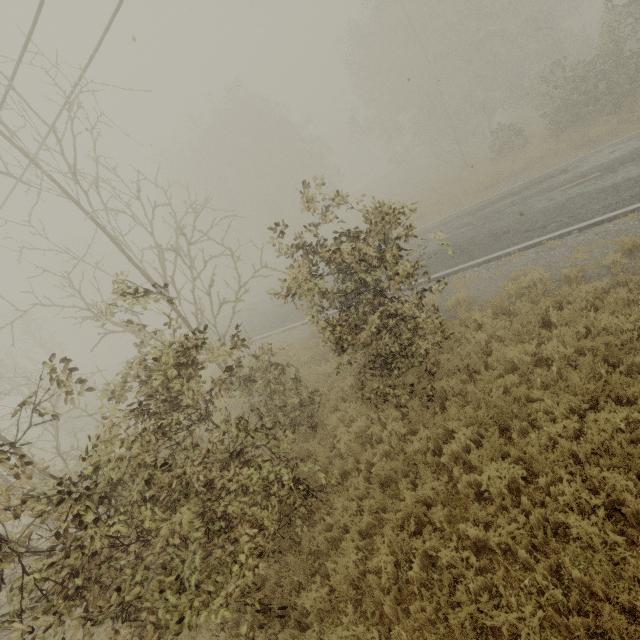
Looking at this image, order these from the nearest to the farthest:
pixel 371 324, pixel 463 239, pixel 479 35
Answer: pixel 371 324, pixel 463 239, pixel 479 35
